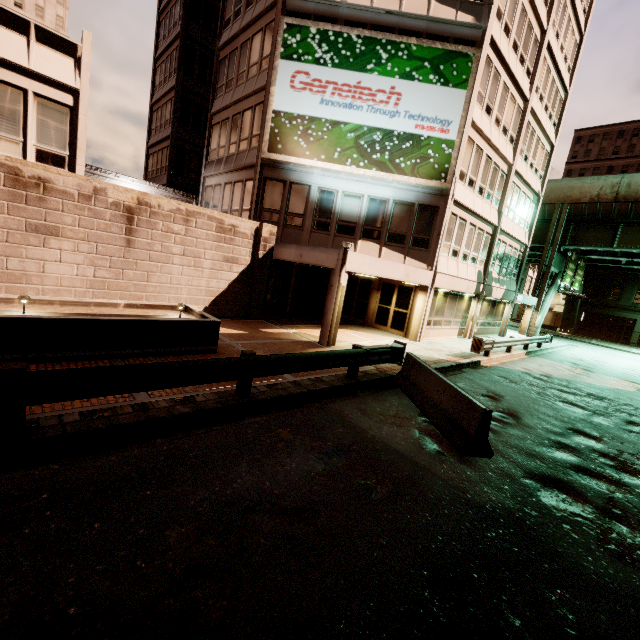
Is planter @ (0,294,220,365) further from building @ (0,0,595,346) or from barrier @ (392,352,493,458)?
barrier @ (392,352,493,458)

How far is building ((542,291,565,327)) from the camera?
56.28m

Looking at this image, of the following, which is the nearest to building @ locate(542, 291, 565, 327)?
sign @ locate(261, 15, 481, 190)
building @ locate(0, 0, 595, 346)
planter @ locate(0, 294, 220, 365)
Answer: building @ locate(0, 0, 595, 346)

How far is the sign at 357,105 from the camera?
14.7m

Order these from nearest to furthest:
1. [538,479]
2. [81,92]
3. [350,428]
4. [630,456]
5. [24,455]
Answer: [24,455] → [538,479] → [350,428] → [630,456] → [81,92]

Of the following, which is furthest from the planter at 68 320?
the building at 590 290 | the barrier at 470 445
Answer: the building at 590 290

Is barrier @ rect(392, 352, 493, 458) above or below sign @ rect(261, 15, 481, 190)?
below

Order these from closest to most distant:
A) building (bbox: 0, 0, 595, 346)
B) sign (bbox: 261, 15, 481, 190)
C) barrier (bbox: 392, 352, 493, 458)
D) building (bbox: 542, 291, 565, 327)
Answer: barrier (bbox: 392, 352, 493, 458), building (bbox: 0, 0, 595, 346), sign (bbox: 261, 15, 481, 190), building (bbox: 542, 291, 565, 327)
